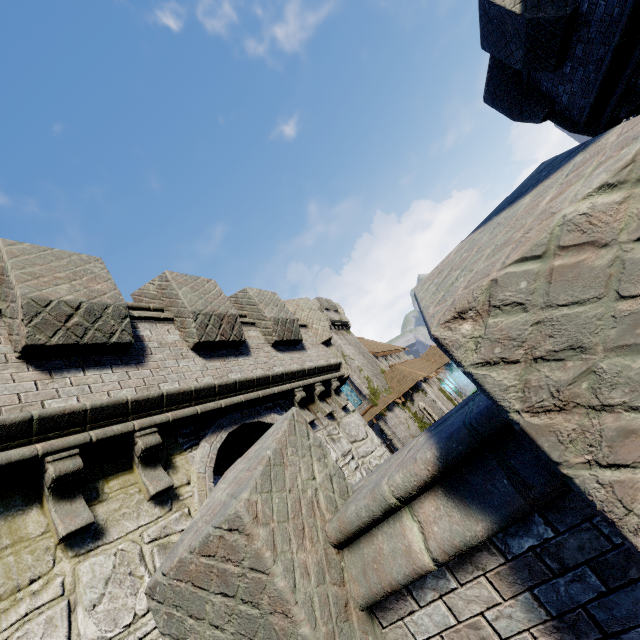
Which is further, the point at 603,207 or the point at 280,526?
the point at 280,526
